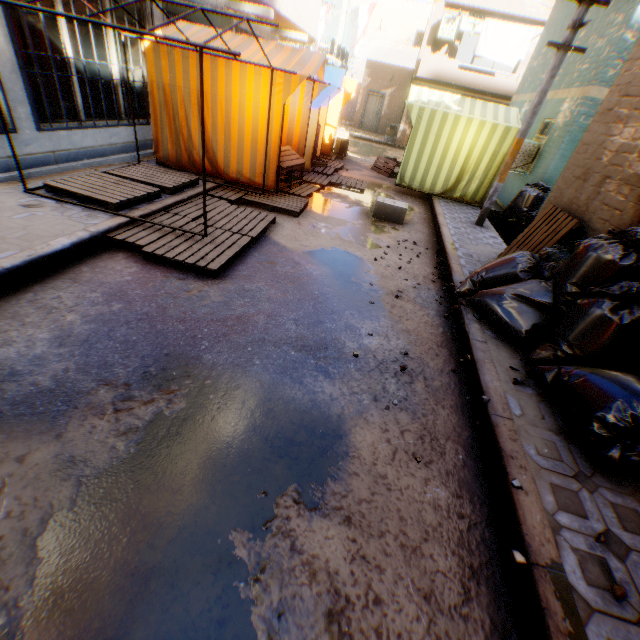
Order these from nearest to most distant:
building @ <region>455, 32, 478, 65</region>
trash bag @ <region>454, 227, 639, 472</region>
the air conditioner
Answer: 1. trash bag @ <region>454, 227, 639, 472</region>
2. the air conditioner
3. building @ <region>455, 32, 478, 65</region>

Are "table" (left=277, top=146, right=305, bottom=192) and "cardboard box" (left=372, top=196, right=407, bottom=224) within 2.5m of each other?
yes

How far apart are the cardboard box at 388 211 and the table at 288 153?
1.26m

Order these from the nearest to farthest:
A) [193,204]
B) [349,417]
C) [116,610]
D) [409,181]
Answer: [116,610], [349,417], [193,204], [409,181]

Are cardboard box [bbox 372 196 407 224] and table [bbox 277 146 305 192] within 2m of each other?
yes

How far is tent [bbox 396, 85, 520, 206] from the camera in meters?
8.7

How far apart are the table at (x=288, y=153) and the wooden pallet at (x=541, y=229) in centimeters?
385cm

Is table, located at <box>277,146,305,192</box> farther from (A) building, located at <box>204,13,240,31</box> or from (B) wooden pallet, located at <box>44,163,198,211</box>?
(A) building, located at <box>204,13,240,31</box>
